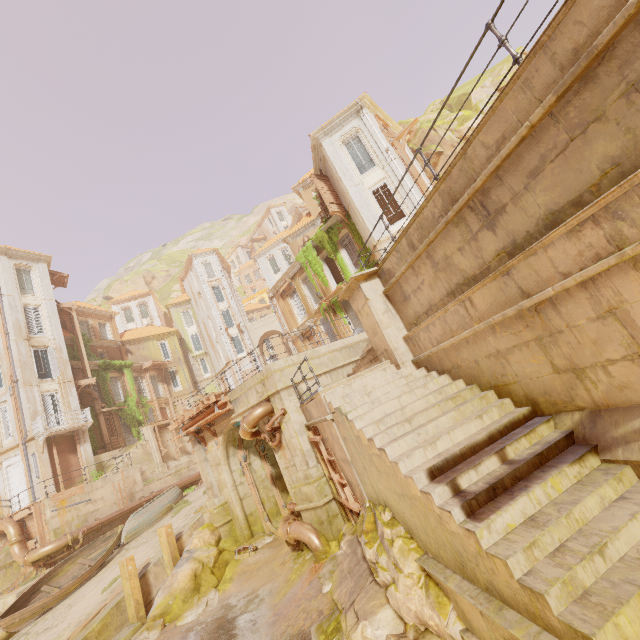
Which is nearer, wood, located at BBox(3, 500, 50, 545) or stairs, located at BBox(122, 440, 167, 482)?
wood, located at BBox(3, 500, 50, 545)

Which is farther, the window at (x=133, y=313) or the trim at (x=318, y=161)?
the window at (x=133, y=313)

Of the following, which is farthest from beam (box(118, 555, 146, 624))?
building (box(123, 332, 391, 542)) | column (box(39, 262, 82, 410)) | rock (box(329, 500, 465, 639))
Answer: column (box(39, 262, 82, 410))

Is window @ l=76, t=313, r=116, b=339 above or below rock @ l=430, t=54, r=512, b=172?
above

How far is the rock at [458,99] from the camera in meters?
21.5 m

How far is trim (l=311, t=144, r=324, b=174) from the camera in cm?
2094

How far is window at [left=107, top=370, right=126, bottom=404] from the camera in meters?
31.9 m

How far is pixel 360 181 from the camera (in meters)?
19.16
